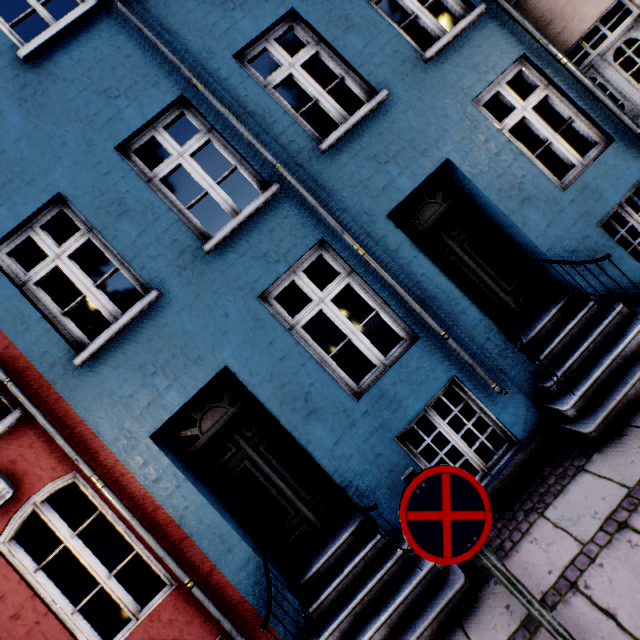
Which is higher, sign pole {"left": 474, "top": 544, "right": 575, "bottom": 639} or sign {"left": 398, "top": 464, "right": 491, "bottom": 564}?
sign {"left": 398, "top": 464, "right": 491, "bottom": 564}

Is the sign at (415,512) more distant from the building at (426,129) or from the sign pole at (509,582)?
the building at (426,129)

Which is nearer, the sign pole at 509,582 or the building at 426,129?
the sign pole at 509,582

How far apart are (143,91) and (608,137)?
6.42m

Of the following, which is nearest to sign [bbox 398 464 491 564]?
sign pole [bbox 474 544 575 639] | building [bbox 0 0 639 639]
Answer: sign pole [bbox 474 544 575 639]

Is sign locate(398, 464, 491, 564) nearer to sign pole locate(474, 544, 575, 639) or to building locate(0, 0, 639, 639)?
sign pole locate(474, 544, 575, 639)

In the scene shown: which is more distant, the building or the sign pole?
the building
